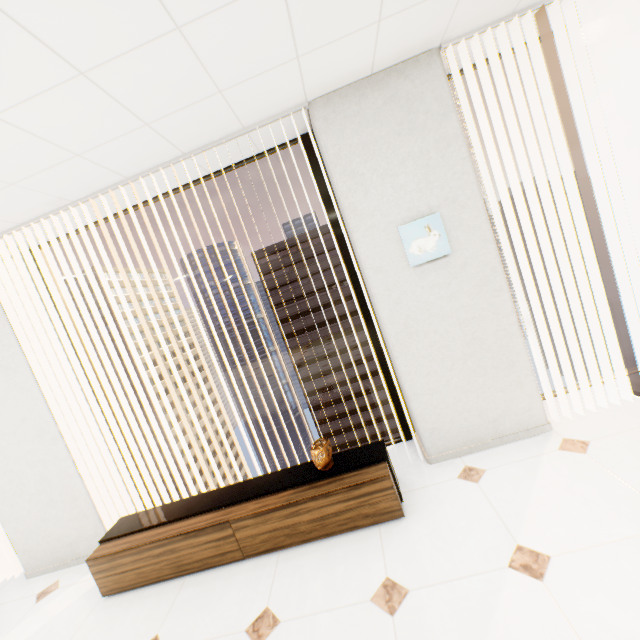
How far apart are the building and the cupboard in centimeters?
5685cm

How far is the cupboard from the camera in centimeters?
222cm

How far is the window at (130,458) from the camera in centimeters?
288cm

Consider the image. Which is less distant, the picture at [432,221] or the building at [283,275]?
the picture at [432,221]

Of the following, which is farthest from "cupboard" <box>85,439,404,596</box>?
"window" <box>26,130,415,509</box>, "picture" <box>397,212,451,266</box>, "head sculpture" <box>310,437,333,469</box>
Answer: "picture" <box>397,212,451,266</box>

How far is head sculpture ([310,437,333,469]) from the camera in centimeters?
240cm

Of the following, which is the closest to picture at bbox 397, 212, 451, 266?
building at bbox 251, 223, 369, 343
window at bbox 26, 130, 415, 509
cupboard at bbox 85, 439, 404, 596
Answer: window at bbox 26, 130, 415, 509

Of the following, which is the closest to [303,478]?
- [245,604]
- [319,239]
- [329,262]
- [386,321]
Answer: [245,604]
